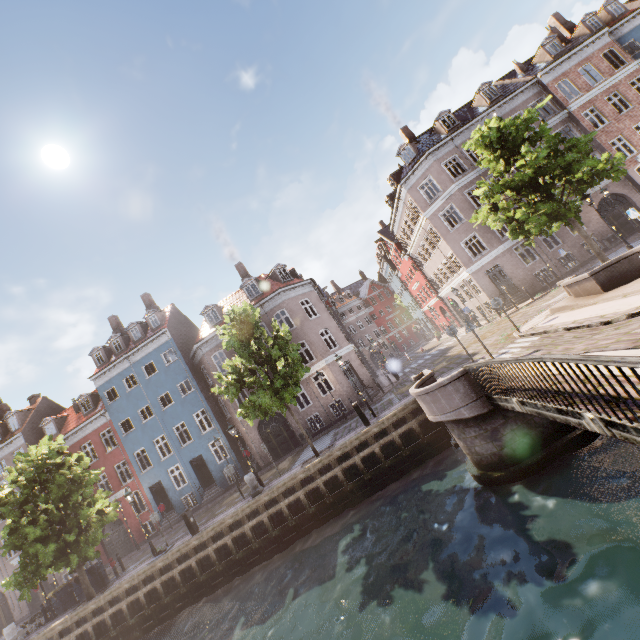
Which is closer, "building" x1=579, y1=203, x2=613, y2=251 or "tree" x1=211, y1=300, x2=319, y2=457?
"tree" x1=211, y1=300, x2=319, y2=457

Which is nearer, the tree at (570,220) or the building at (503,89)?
the tree at (570,220)

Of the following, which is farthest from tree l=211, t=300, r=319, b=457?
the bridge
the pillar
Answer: the pillar

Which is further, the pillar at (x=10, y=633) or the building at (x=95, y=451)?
the building at (x=95, y=451)

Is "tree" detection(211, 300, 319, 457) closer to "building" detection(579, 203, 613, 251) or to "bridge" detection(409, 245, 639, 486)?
"bridge" detection(409, 245, 639, 486)

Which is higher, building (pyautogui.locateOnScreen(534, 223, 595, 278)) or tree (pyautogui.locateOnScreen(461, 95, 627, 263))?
tree (pyautogui.locateOnScreen(461, 95, 627, 263))

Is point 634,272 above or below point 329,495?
above

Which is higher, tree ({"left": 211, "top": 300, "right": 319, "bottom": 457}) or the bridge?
tree ({"left": 211, "top": 300, "right": 319, "bottom": 457})
